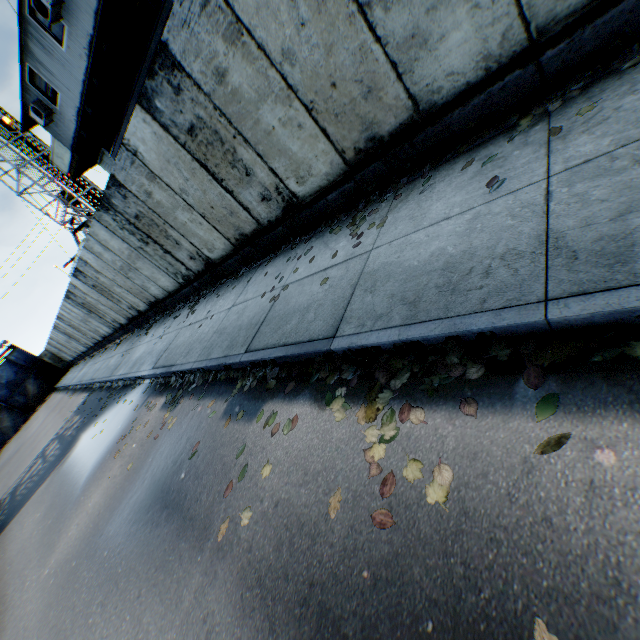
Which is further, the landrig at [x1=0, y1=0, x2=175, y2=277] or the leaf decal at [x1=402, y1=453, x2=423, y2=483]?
the landrig at [x1=0, y1=0, x2=175, y2=277]

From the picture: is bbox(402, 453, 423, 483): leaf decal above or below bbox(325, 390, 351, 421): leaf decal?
below

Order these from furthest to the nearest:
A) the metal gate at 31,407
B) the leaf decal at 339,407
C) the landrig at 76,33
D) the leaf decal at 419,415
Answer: the metal gate at 31,407 < the landrig at 76,33 < the leaf decal at 339,407 < the leaf decal at 419,415

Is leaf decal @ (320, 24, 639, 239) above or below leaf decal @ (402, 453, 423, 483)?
above

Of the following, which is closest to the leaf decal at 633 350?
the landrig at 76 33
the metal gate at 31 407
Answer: the landrig at 76 33

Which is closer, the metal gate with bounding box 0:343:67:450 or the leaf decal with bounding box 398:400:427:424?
the leaf decal with bounding box 398:400:427:424

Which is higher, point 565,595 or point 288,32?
point 288,32

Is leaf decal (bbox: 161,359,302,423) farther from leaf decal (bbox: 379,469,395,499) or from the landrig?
the landrig
